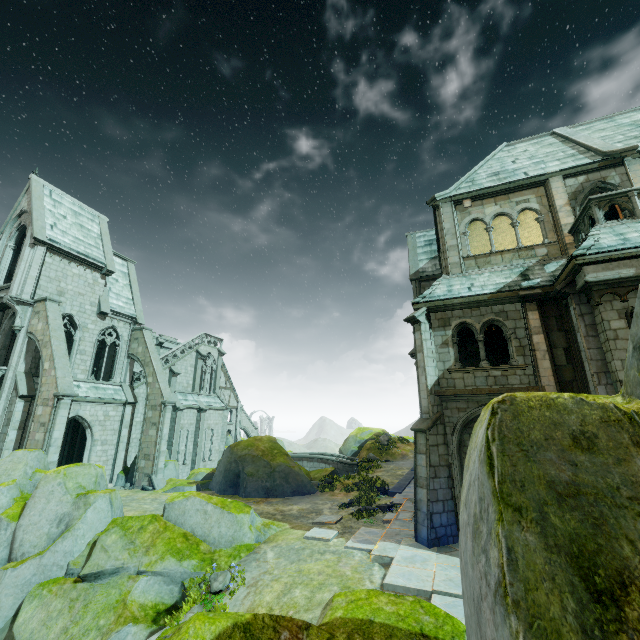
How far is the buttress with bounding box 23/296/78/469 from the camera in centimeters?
1634cm

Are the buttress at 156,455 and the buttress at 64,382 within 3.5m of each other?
no

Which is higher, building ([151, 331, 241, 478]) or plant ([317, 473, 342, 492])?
building ([151, 331, 241, 478])

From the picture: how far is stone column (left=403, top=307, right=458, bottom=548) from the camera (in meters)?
10.51

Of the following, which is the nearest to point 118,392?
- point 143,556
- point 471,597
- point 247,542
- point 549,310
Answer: point 143,556

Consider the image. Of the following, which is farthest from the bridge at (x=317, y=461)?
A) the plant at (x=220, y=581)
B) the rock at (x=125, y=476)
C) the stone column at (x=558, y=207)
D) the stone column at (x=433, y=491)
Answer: the stone column at (x=558, y=207)

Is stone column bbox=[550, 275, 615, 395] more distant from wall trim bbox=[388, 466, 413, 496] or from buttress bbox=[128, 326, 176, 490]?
buttress bbox=[128, 326, 176, 490]

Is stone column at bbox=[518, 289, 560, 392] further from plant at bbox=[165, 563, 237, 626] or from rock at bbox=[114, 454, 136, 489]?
rock at bbox=[114, 454, 136, 489]
